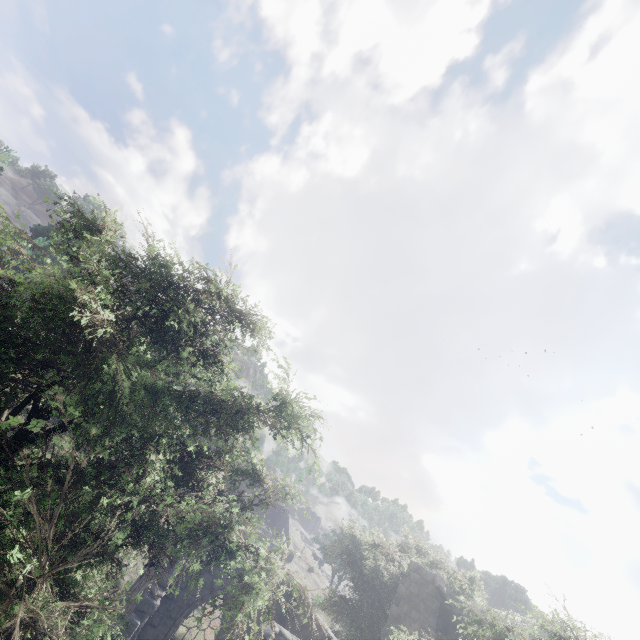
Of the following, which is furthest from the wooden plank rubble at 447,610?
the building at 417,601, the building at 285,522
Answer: the building at 285,522

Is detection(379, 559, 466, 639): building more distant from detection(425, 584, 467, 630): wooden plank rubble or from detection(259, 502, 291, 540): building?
detection(259, 502, 291, 540): building

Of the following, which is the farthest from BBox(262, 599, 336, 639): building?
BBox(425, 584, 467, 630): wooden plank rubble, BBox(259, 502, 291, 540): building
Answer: BBox(259, 502, 291, 540): building

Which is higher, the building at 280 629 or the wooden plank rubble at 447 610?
the wooden plank rubble at 447 610

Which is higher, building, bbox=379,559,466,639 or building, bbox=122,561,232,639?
building, bbox=379,559,466,639

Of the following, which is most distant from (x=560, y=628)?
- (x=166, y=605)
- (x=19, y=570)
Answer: (x=166, y=605)
